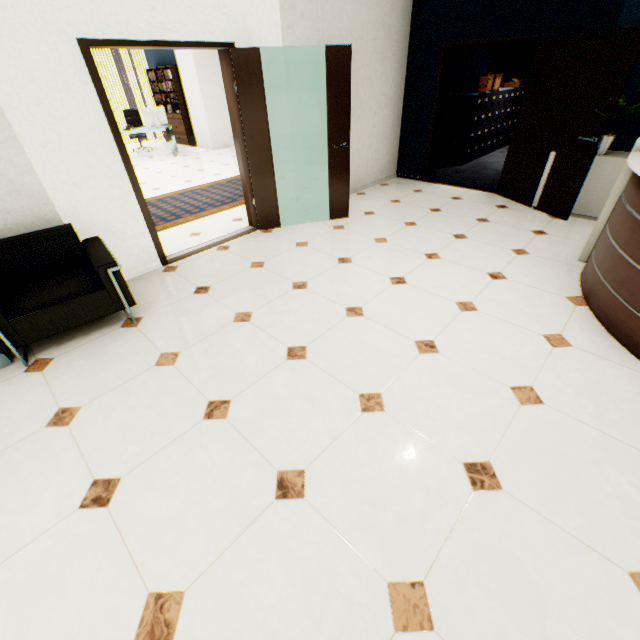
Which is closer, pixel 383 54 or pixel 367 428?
pixel 367 428

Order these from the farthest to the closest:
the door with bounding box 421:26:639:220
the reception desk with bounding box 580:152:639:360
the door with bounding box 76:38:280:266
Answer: the door with bounding box 421:26:639:220, the door with bounding box 76:38:280:266, the reception desk with bounding box 580:152:639:360

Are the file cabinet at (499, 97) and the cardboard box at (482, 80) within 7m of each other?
yes

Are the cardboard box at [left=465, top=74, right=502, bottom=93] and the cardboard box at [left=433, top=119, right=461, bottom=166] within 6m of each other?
yes

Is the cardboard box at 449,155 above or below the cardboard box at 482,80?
below

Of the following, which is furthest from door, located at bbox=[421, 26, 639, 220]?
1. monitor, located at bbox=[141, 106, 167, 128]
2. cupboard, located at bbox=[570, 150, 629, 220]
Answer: monitor, located at bbox=[141, 106, 167, 128]

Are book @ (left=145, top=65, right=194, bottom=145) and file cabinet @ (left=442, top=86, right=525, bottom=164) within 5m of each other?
no

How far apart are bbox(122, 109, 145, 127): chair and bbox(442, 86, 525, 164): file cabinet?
9.0 meters
